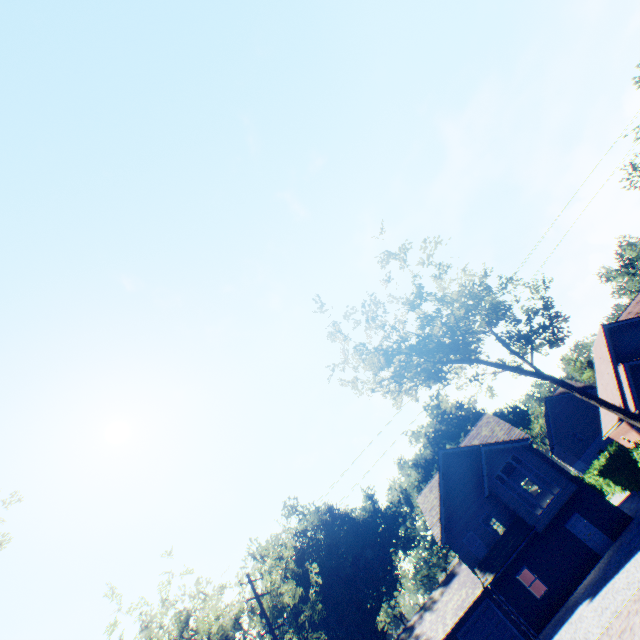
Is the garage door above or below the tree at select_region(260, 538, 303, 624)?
below

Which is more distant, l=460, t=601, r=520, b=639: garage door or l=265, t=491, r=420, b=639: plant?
l=265, t=491, r=420, b=639: plant

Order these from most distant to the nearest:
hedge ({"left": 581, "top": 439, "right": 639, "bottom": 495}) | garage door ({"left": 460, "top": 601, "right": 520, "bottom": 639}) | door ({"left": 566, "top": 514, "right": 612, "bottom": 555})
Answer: garage door ({"left": 460, "top": 601, "right": 520, "bottom": 639}), door ({"left": 566, "top": 514, "right": 612, "bottom": 555}), hedge ({"left": 581, "top": 439, "right": 639, "bottom": 495})

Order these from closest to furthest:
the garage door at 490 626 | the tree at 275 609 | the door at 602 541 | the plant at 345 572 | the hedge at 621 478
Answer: the hedge at 621 478, the door at 602 541, the garage door at 490 626, the tree at 275 609, the plant at 345 572

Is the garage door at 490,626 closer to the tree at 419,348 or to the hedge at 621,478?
the hedge at 621,478

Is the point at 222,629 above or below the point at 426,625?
above

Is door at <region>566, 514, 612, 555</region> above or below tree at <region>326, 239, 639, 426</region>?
below

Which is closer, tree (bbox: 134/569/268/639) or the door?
the door
